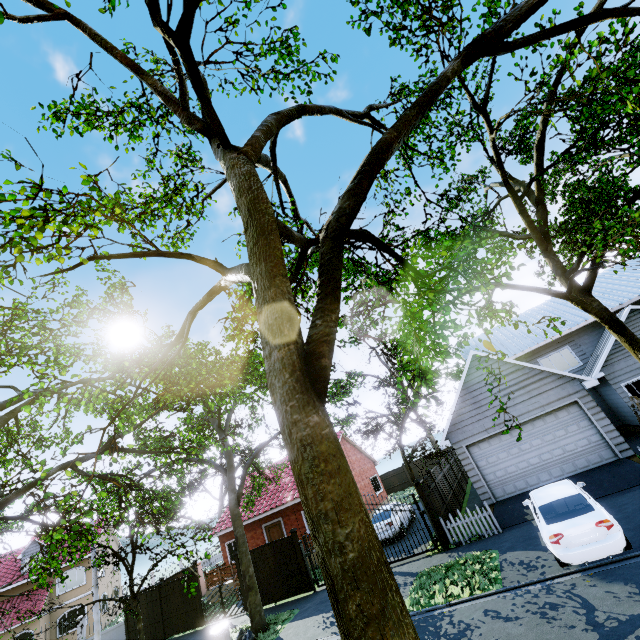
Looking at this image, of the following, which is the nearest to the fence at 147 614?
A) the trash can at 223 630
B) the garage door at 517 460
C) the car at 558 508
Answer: the trash can at 223 630

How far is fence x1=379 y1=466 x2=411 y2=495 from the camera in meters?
34.9 m

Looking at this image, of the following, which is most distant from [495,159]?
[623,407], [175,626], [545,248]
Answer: [175,626]

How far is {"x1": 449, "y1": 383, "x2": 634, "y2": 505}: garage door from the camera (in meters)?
12.97

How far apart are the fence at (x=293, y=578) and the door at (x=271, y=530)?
5.5m

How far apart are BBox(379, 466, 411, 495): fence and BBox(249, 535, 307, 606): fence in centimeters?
2279cm

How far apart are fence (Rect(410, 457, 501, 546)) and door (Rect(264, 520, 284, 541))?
11.3m

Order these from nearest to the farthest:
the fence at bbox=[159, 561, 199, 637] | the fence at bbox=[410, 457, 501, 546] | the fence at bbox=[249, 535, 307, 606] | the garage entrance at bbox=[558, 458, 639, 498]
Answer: the garage entrance at bbox=[558, 458, 639, 498] < the fence at bbox=[410, 457, 501, 546] < the fence at bbox=[249, 535, 307, 606] < the fence at bbox=[159, 561, 199, 637]
